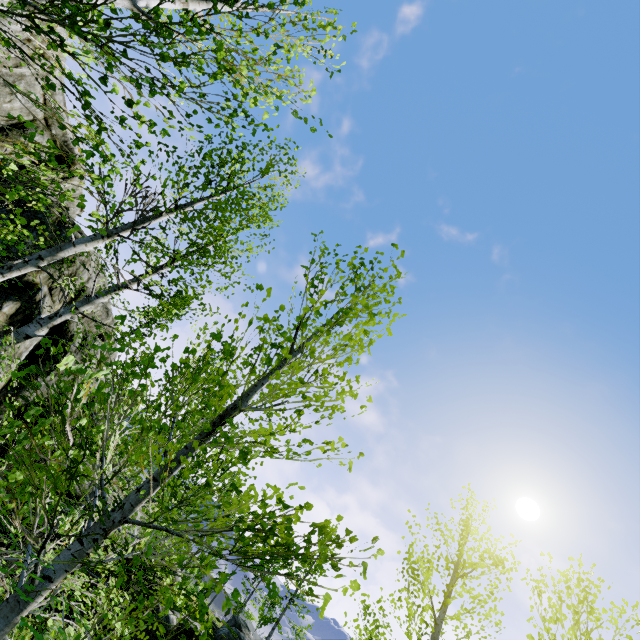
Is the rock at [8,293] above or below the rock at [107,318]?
below

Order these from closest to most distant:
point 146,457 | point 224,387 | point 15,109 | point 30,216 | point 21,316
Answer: point 146,457 < point 21,316 < point 30,216 < point 224,387 < point 15,109

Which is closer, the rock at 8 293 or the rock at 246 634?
the rock at 8 293

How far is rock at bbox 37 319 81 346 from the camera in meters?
10.6 m

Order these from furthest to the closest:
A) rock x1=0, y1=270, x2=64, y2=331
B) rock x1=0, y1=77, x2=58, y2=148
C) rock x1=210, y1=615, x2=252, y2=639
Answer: rock x1=210, y1=615, x2=252, y2=639 → rock x1=0, y1=77, x2=58, y2=148 → rock x1=0, y1=270, x2=64, y2=331

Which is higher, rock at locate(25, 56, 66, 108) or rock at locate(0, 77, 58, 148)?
rock at locate(25, 56, 66, 108)
